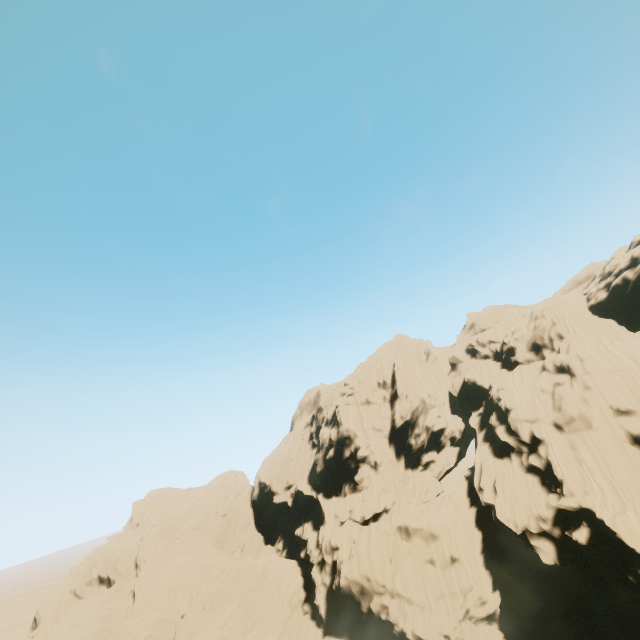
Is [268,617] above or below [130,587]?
below
